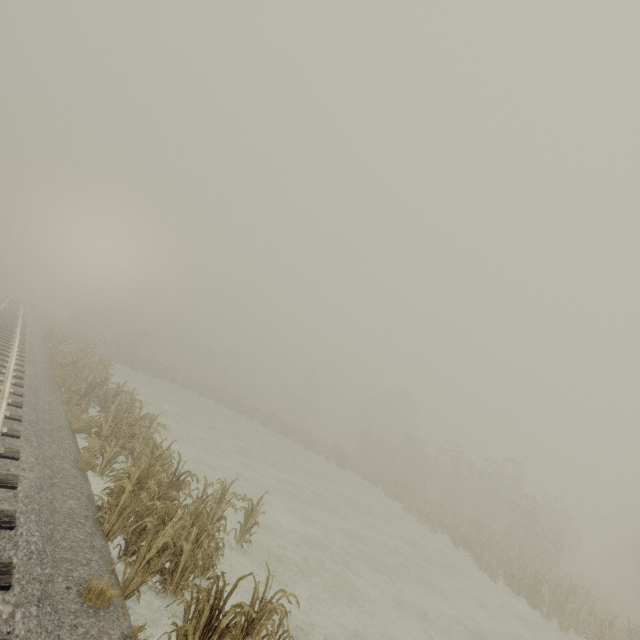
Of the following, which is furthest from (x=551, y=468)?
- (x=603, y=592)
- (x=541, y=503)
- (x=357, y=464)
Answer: (x=357, y=464)
